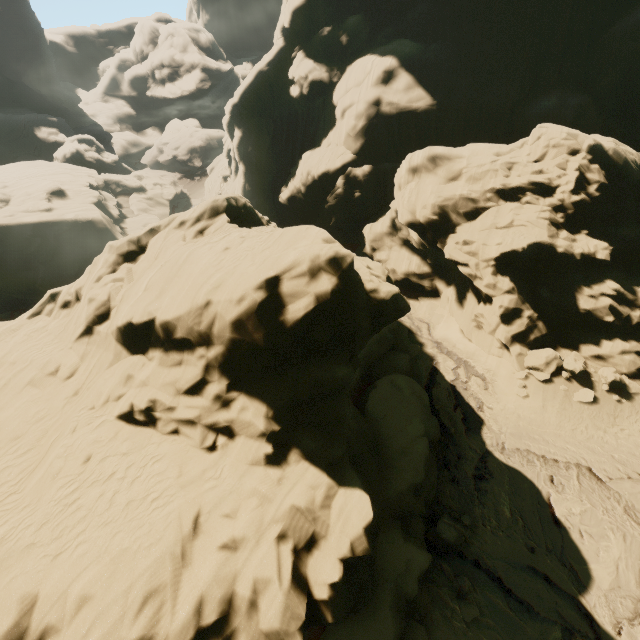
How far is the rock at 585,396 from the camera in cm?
1614

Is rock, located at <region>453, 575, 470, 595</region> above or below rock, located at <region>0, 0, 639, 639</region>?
below

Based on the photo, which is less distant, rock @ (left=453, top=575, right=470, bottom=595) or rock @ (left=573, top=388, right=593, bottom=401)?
rock @ (left=453, top=575, right=470, bottom=595)

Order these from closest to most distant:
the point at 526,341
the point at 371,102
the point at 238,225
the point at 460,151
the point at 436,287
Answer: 1. the point at 238,225
2. the point at 526,341
3. the point at 460,151
4. the point at 436,287
5. the point at 371,102

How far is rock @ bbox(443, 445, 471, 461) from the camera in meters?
15.2 m

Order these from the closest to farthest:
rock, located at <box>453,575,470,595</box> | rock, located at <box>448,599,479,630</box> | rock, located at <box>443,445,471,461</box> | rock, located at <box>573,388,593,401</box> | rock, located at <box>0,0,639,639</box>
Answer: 1. rock, located at <box>0,0,639,639</box>
2. rock, located at <box>448,599,479,630</box>
3. rock, located at <box>453,575,470,595</box>
4. rock, located at <box>443,445,471,461</box>
5. rock, located at <box>573,388,593,401</box>

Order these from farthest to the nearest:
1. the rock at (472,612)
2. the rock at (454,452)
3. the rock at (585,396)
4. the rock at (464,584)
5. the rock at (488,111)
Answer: the rock at (585,396)
the rock at (454,452)
the rock at (464,584)
the rock at (472,612)
the rock at (488,111)
